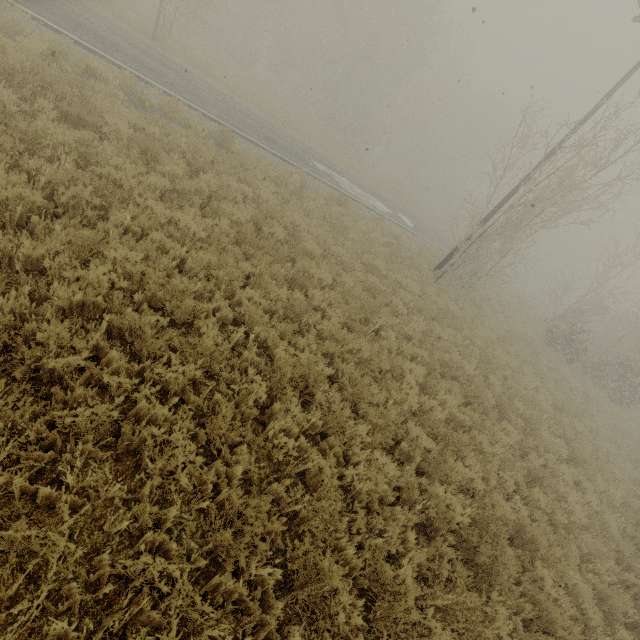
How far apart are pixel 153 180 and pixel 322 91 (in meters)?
32.58
